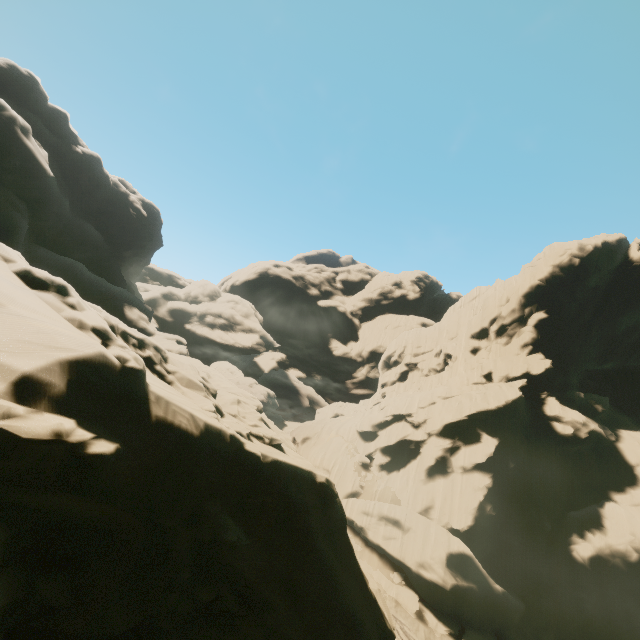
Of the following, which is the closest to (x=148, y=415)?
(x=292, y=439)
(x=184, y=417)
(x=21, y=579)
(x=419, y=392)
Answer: (x=184, y=417)
